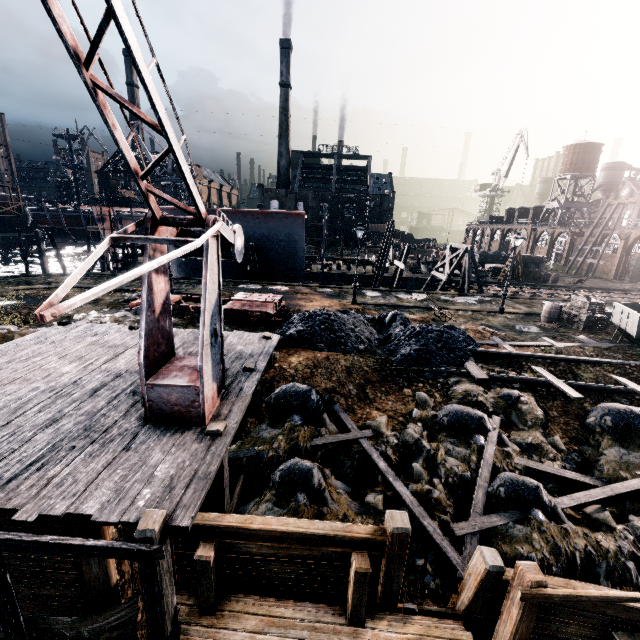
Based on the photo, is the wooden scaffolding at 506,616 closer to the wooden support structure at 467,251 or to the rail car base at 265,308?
the rail car base at 265,308

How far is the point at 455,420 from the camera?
10.71m

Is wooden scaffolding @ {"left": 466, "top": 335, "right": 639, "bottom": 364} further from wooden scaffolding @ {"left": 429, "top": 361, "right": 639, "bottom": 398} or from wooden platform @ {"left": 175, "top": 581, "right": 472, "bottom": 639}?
wooden platform @ {"left": 175, "top": 581, "right": 472, "bottom": 639}

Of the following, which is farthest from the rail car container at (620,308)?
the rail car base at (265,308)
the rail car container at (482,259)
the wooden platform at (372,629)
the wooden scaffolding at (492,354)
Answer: the rail car container at (482,259)

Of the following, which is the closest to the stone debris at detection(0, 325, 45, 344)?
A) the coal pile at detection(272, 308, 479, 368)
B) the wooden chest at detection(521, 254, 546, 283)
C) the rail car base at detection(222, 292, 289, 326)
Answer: the rail car base at detection(222, 292, 289, 326)

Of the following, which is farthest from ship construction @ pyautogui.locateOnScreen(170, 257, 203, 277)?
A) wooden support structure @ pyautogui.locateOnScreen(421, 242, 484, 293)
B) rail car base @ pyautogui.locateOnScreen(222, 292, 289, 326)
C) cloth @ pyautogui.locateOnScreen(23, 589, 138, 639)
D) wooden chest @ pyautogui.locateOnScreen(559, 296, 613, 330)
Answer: cloth @ pyautogui.locateOnScreen(23, 589, 138, 639)

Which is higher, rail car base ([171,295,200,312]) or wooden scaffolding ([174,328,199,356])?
wooden scaffolding ([174,328,199,356])

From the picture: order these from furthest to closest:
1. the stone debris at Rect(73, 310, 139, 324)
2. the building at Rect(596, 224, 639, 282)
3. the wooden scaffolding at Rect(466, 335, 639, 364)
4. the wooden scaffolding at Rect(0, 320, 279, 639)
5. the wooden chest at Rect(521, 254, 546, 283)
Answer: the building at Rect(596, 224, 639, 282), the wooden chest at Rect(521, 254, 546, 283), the stone debris at Rect(73, 310, 139, 324), the wooden scaffolding at Rect(466, 335, 639, 364), the wooden scaffolding at Rect(0, 320, 279, 639)
